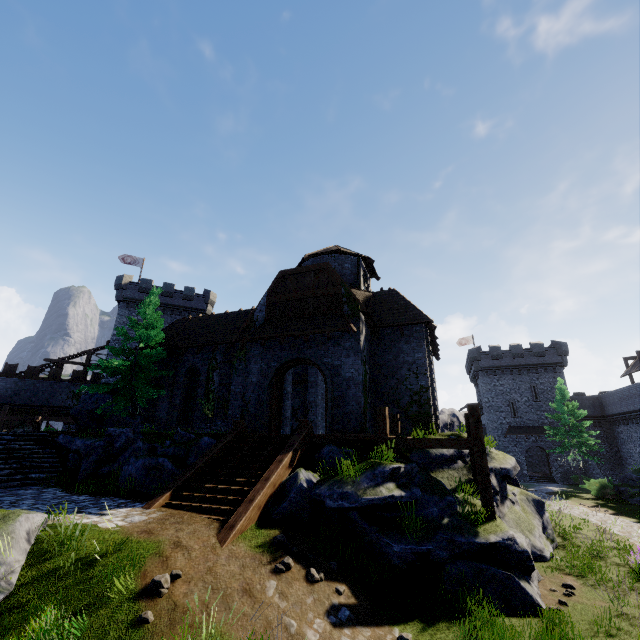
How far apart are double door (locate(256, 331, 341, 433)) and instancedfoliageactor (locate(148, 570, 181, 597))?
8.5m

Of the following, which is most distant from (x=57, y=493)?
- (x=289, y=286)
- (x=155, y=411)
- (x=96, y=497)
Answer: (x=289, y=286)

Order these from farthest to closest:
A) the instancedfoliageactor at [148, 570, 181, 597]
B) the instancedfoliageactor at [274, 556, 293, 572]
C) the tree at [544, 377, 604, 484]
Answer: the tree at [544, 377, 604, 484]
the instancedfoliageactor at [274, 556, 293, 572]
the instancedfoliageactor at [148, 570, 181, 597]

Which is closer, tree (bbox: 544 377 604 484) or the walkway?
the walkway

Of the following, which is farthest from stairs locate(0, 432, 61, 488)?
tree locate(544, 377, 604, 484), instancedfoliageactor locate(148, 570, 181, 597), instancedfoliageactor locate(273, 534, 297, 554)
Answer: tree locate(544, 377, 604, 484)

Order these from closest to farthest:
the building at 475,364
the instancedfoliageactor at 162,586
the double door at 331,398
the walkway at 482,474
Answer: the instancedfoliageactor at 162,586 < the walkway at 482,474 < the double door at 331,398 < the building at 475,364

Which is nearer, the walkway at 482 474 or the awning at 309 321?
the walkway at 482 474

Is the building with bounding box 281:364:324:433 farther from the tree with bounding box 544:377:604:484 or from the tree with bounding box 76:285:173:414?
the tree with bounding box 544:377:604:484
